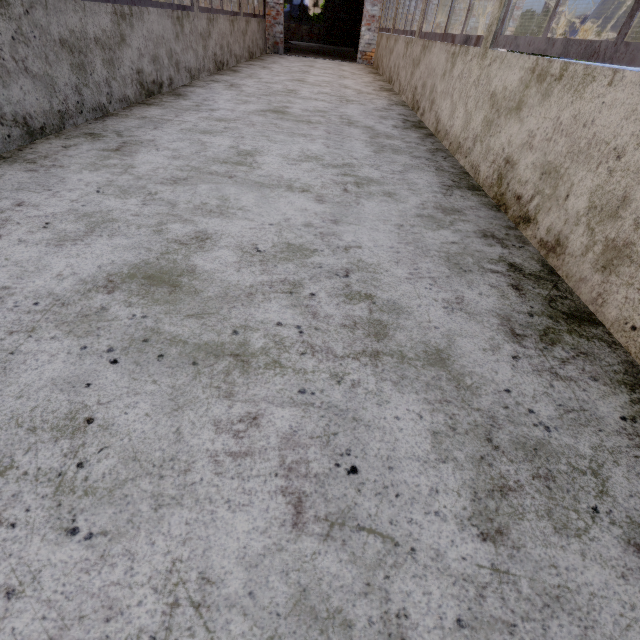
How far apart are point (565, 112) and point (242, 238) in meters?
1.8

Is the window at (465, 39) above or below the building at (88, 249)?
above

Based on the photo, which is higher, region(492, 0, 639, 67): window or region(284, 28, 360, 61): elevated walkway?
region(492, 0, 639, 67): window

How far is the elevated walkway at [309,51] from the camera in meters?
11.0

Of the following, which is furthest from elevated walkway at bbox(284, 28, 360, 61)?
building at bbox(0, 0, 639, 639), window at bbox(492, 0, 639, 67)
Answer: window at bbox(492, 0, 639, 67)

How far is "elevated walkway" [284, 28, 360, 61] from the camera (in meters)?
11.02

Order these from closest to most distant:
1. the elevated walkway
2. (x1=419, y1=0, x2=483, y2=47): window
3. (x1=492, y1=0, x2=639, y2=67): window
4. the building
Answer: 1. the building
2. (x1=492, y1=0, x2=639, y2=67): window
3. (x1=419, y1=0, x2=483, y2=47): window
4. the elevated walkway

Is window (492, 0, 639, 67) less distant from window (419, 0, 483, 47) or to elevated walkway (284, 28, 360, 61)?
window (419, 0, 483, 47)
